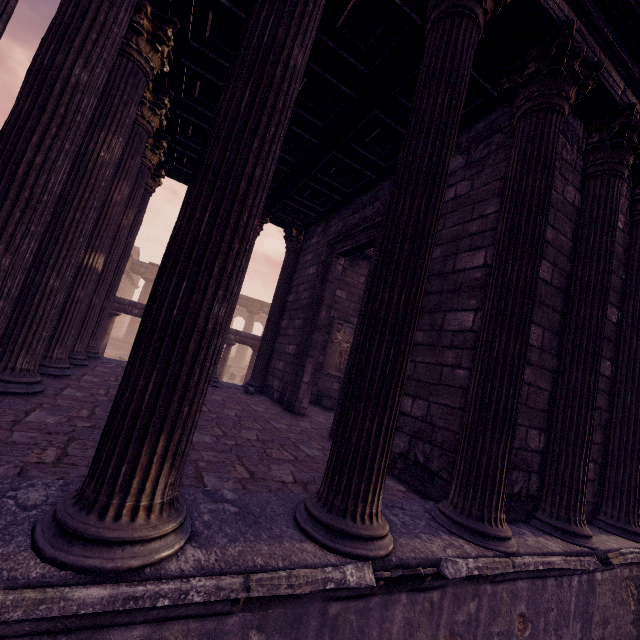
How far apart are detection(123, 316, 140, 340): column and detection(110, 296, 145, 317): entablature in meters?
15.5 m

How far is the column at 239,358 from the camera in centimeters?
2967cm

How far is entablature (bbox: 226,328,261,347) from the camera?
13.5m

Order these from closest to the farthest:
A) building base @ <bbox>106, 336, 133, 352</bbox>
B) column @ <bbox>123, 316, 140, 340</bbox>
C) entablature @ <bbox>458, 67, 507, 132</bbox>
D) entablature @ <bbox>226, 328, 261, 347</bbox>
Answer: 1. entablature @ <bbox>458, 67, 507, 132</bbox>
2. entablature @ <bbox>226, 328, 261, 347</bbox>
3. building base @ <bbox>106, 336, 133, 352</bbox>
4. column @ <bbox>123, 316, 140, 340</bbox>

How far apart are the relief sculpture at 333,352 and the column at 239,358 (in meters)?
21.13

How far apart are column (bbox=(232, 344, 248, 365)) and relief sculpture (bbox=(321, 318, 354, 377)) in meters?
21.1

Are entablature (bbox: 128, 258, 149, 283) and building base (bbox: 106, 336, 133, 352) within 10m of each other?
yes

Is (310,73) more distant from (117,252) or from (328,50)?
(117,252)
